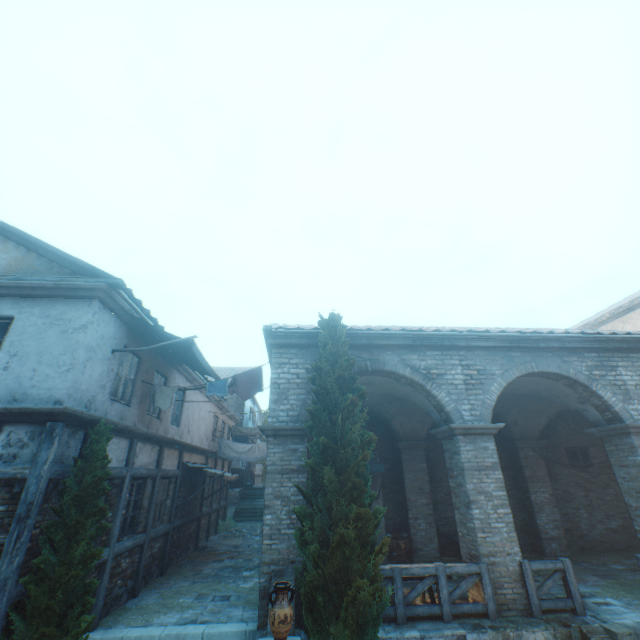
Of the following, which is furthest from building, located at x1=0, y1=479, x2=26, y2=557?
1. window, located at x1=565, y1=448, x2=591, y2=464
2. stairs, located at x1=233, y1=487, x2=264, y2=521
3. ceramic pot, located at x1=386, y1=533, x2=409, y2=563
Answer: window, located at x1=565, y1=448, x2=591, y2=464

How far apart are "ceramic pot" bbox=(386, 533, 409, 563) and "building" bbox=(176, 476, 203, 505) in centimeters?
762cm

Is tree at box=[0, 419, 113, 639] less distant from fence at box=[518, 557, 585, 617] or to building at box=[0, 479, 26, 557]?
building at box=[0, 479, 26, 557]

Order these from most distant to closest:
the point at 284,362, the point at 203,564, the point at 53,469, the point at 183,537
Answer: the point at 183,537, the point at 203,564, the point at 284,362, the point at 53,469

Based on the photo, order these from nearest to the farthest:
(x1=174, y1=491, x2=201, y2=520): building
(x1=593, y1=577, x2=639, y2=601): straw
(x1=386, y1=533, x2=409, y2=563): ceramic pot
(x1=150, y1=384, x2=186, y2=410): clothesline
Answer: (x1=593, y1=577, x2=639, y2=601): straw < (x1=150, y1=384, x2=186, y2=410): clothesline < (x1=386, y1=533, x2=409, y2=563): ceramic pot < (x1=174, y1=491, x2=201, y2=520): building

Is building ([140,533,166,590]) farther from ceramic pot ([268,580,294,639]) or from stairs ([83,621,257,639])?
ceramic pot ([268,580,294,639])

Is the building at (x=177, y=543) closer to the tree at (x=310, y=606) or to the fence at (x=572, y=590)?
the tree at (x=310, y=606)

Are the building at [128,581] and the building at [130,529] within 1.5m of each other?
yes
